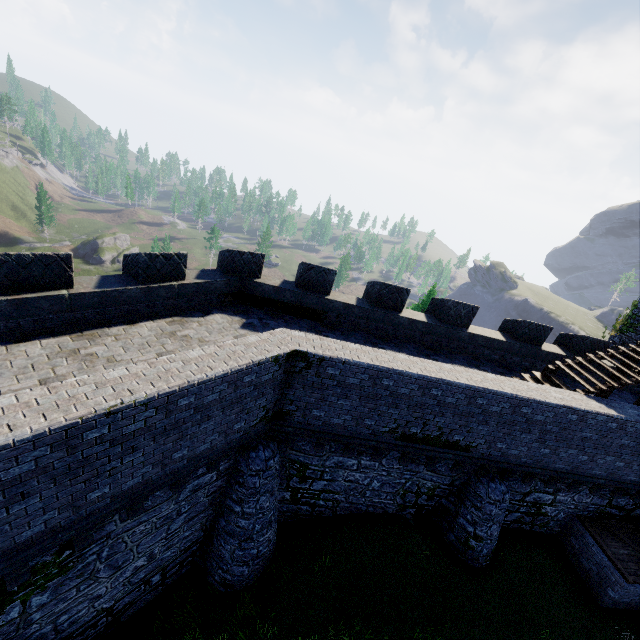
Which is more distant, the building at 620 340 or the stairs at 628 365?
the building at 620 340

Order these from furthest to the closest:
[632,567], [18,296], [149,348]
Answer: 1. [632,567]
2. [149,348]
3. [18,296]

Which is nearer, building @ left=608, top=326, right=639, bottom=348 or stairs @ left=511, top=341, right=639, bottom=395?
stairs @ left=511, top=341, right=639, bottom=395
